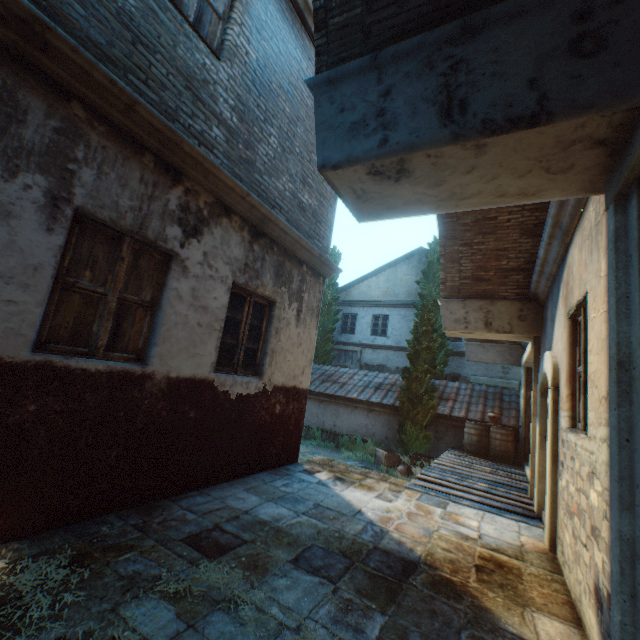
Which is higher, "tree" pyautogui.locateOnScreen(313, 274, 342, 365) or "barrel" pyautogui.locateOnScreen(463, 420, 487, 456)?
"tree" pyautogui.locateOnScreen(313, 274, 342, 365)

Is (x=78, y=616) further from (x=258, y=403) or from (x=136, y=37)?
(x=136, y=37)

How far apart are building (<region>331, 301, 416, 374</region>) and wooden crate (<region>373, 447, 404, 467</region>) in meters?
6.5 m

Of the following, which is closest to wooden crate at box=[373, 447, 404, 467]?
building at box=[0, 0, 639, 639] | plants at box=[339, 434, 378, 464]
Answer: plants at box=[339, 434, 378, 464]

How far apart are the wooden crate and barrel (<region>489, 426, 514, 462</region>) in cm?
187

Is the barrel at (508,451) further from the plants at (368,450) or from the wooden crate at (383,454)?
the plants at (368,450)

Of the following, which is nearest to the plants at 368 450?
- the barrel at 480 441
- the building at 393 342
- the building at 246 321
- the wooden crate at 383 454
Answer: the wooden crate at 383 454

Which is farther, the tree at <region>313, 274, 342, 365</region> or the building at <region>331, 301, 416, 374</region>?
the tree at <region>313, 274, 342, 365</region>
